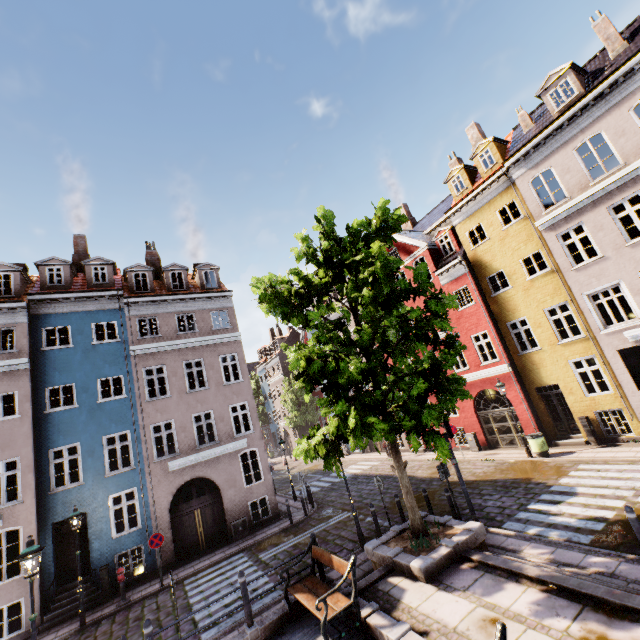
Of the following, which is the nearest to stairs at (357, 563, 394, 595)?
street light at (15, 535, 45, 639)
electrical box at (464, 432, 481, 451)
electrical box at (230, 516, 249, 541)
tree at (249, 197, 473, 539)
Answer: tree at (249, 197, 473, 539)

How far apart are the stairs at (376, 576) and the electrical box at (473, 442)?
12.1m

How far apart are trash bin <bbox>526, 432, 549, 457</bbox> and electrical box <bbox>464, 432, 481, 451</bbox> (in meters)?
3.91

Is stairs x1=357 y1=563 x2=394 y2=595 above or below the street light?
below

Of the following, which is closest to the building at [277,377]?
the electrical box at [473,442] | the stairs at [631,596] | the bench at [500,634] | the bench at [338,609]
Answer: the electrical box at [473,442]

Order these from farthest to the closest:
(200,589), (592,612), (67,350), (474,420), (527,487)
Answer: (474,420) → (67,350) → (527,487) → (200,589) → (592,612)

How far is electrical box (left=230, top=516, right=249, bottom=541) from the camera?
Result: 15.8 meters

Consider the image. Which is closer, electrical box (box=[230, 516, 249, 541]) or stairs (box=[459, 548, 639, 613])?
stairs (box=[459, 548, 639, 613])
